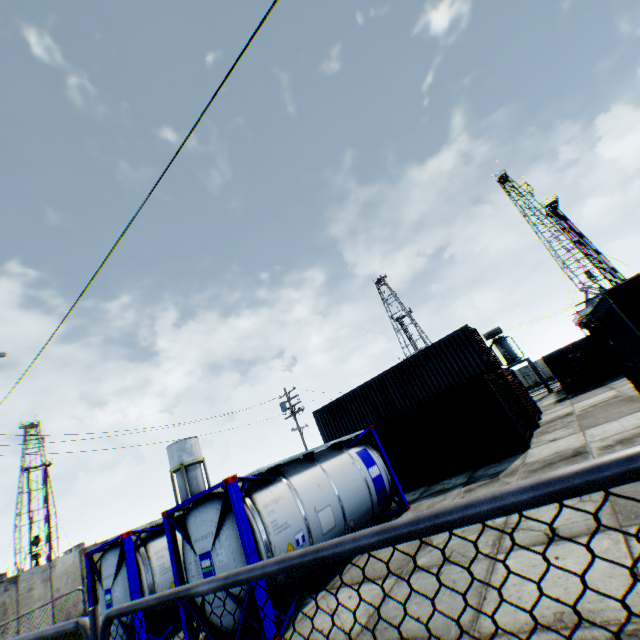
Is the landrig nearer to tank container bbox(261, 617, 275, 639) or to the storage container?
the storage container

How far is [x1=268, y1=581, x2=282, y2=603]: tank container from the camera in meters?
6.5

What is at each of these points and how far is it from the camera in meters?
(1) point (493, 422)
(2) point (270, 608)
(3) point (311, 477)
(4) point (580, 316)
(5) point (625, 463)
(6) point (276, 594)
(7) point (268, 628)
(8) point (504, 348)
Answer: (1) storage container, 13.0 m
(2) tank container, 6.1 m
(3) tank container, 8.9 m
(4) landrig, 47.3 m
(5) metal fence, 0.8 m
(6) tank container, 6.6 m
(7) tank container, 5.9 m
(8) electrical compensator, 31.8 m

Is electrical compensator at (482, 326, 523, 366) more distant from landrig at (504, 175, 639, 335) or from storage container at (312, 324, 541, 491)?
landrig at (504, 175, 639, 335)

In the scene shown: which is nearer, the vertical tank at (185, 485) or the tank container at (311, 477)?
the tank container at (311, 477)

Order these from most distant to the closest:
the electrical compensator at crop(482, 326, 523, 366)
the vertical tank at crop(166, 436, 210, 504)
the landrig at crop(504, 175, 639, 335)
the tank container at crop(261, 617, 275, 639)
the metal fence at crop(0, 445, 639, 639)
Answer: the landrig at crop(504, 175, 639, 335), the vertical tank at crop(166, 436, 210, 504), the electrical compensator at crop(482, 326, 523, 366), the tank container at crop(261, 617, 275, 639), the metal fence at crop(0, 445, 639, 639)

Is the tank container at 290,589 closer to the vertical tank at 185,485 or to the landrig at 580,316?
the vertical tank at 185,485

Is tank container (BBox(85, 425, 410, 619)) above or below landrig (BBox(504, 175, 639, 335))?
below
